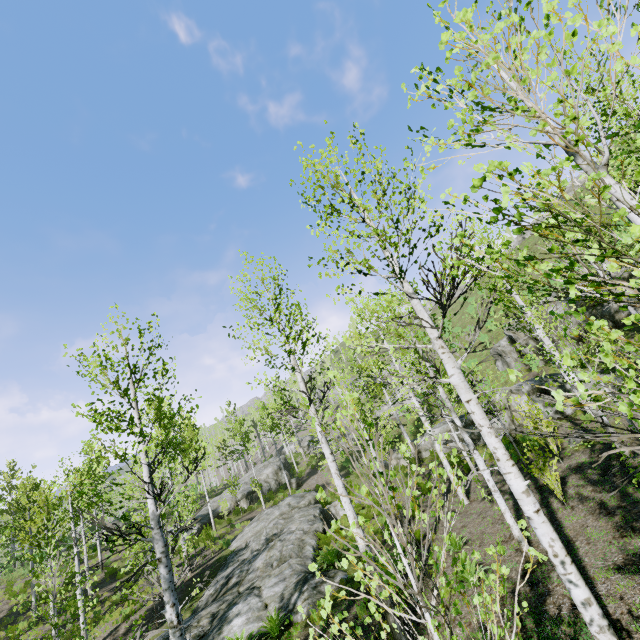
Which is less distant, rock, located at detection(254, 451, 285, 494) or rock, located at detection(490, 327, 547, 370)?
rock, located at detection(490, 327, 547, 370)

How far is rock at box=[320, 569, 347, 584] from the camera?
11.2 meters

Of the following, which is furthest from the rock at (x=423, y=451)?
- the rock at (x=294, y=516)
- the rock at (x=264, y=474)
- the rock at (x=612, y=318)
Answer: the rock at (x=264, y=474)

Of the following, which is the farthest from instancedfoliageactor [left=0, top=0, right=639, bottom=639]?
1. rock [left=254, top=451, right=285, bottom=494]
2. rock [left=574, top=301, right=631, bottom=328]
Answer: rock [left=574, top=301, right=631, bottom=328]

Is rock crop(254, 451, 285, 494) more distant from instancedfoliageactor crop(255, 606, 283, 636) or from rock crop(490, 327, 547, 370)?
rock crop(490, 327, 547, 370)

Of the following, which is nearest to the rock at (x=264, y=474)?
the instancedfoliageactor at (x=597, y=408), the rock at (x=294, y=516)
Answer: the instancedfoliageactor at (x=597, y=408)

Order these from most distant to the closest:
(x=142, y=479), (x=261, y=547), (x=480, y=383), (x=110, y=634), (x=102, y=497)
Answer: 1. (x=142, y=479)
2. (x=480, y=383)
3. (x=261, y=547)
4. (x=110, y=634)
5. (x=102, y=497)

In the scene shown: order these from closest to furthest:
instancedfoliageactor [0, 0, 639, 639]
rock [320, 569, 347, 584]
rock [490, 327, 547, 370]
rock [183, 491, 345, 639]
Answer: instancedfoliageactor [0, 0, 639, 639]
rock [183, 491, 345, 639]
rock [320, 569, 347, 584]
rock [490, 327, 547, 370]
